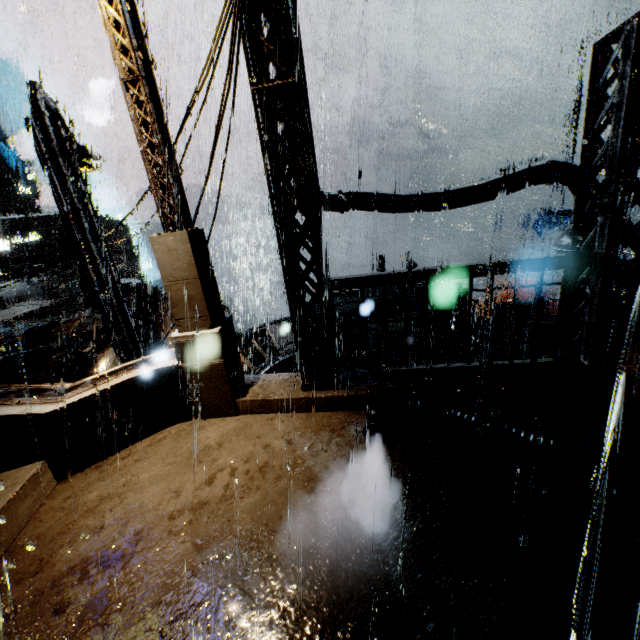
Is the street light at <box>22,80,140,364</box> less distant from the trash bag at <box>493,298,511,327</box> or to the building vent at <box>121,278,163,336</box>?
the building vent at <box>121,278,163,336</box>

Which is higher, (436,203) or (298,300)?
(436,203)

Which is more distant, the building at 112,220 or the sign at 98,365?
the building at 112,220

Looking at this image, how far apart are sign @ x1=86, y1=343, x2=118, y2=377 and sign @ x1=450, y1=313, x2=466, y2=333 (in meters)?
12.46

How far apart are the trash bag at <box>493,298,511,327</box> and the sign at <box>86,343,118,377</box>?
16.1 meters

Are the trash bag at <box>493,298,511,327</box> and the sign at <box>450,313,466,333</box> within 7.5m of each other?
yes

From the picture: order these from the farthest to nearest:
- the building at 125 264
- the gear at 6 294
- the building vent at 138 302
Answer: the building at 125 264 < the gear at 6 294 < the building vent at 138 302

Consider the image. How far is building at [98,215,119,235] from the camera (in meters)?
51.70
